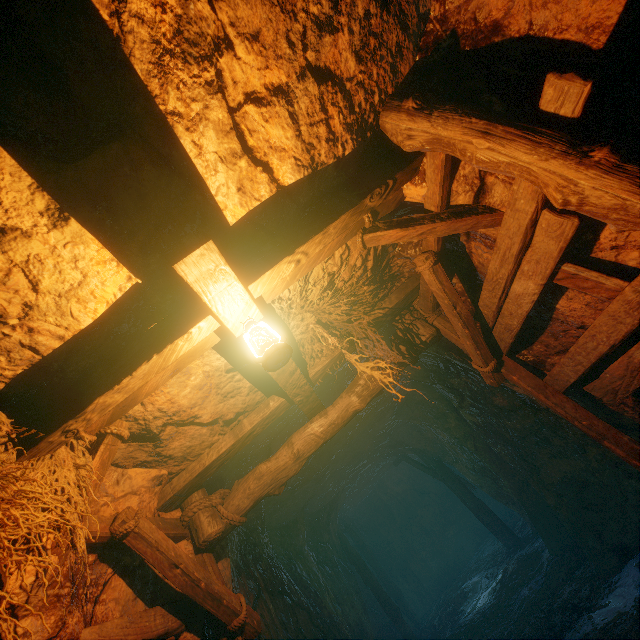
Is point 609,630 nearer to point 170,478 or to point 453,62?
point 170,478

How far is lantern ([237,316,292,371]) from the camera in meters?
2.2 m

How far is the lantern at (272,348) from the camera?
2.2m
